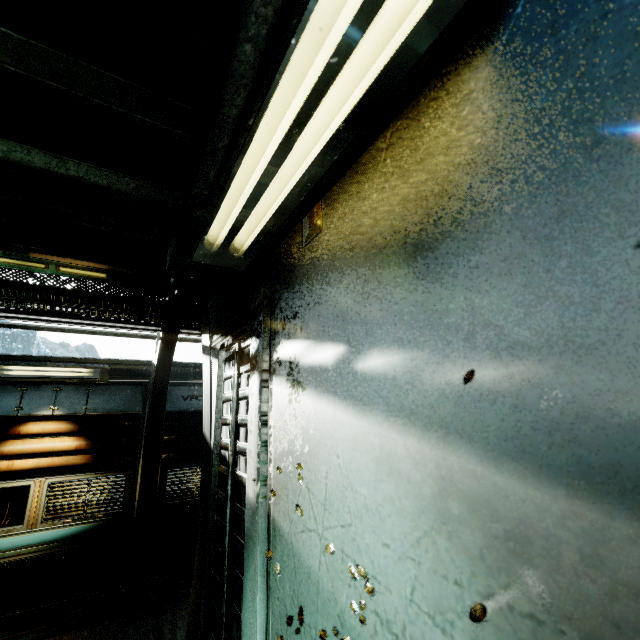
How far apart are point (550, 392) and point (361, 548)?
0.55m

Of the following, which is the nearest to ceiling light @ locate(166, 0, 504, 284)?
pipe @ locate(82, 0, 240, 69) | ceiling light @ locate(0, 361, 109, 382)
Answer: pipe @ locate(82, 0, 240, 69)

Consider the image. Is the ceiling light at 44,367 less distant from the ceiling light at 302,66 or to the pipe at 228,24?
the ceiling light at 302,66

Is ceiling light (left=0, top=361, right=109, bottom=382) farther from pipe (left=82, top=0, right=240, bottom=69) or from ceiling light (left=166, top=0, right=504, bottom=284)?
pipe (left=82, top=0, right=240, bottom=69)

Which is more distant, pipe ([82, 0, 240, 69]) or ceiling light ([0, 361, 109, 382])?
ceiling light ([0, 361, 109, 382])

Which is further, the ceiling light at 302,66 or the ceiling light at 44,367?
the ceiling light at 44,367
